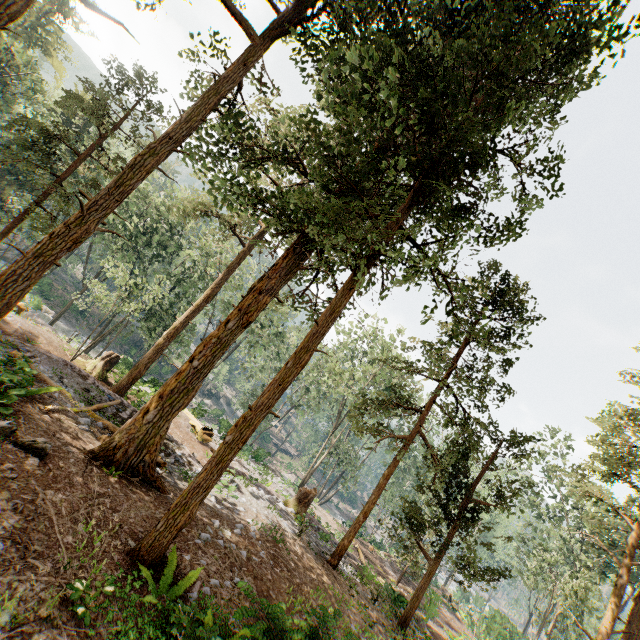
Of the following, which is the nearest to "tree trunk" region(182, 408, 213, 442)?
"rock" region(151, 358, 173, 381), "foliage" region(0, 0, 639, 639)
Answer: "foliage" region(0, 0, 639, 639)

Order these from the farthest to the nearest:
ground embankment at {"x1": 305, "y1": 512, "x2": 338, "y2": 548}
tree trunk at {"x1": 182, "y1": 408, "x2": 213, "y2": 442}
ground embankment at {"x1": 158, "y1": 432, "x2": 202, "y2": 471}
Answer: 1. tree trunk at {"x1": 182, "y1": 408, "x2": 213, "y2": 442}
2. ground embankment at {"x1": 305, "y1": 512, "x2": 338, "y2": 548}
3. ground embankment at {"x1": 158, "y1": 432, "x2": 202, "y2": 471}

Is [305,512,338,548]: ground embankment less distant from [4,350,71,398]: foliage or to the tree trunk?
[4,350,71,398]: foliage

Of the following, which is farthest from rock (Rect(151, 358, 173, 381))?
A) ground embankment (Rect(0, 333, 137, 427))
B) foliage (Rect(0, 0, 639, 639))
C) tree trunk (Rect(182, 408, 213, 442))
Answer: ground embankment (Rect(0, 333, 137, 427))

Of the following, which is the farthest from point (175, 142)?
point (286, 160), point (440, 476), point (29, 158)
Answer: point (440, 476)

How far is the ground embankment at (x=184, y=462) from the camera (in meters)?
13.65

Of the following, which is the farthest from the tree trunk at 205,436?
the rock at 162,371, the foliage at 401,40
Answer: the rock at 162,371

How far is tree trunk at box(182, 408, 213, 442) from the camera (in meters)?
23.62
